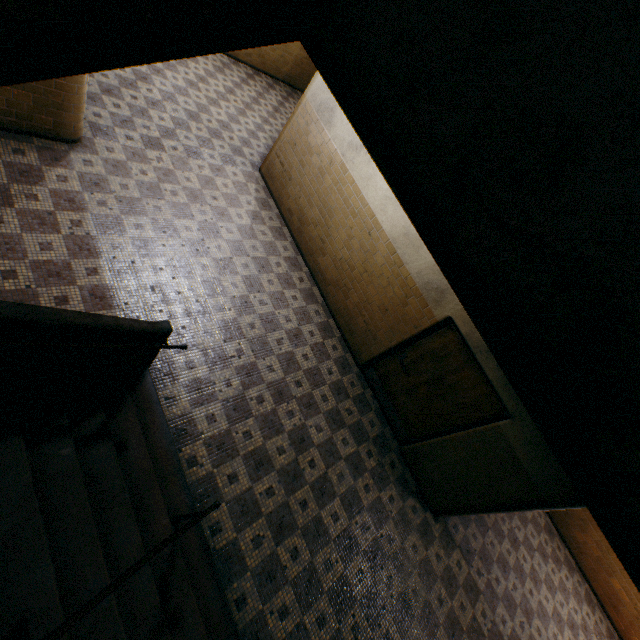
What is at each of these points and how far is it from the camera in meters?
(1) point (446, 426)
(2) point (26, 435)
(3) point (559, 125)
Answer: (1) door, 5.4
(2) stairs, 2.6
(3) stairs, 0.7

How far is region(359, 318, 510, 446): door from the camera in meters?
5.0 m

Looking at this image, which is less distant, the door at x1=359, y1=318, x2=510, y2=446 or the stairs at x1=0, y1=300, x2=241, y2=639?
the stairs at x1=0, y1=300, x2=241, y2=639

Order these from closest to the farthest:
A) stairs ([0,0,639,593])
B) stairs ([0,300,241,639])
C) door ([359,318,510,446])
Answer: stairs ([0,0,639,593]) < stairs ([0,300,241,639]) < door ([359,318,510,446])

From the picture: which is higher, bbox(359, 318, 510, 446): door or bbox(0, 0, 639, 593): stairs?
bbox(0, 0, 639, 593): stairs

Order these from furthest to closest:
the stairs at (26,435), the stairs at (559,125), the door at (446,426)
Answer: the door at (446,426) < the stairs at (26,435) < the stairs at (559,125)

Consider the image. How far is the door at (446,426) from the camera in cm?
499

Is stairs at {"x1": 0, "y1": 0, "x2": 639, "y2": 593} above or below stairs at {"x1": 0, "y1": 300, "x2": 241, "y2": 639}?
above
